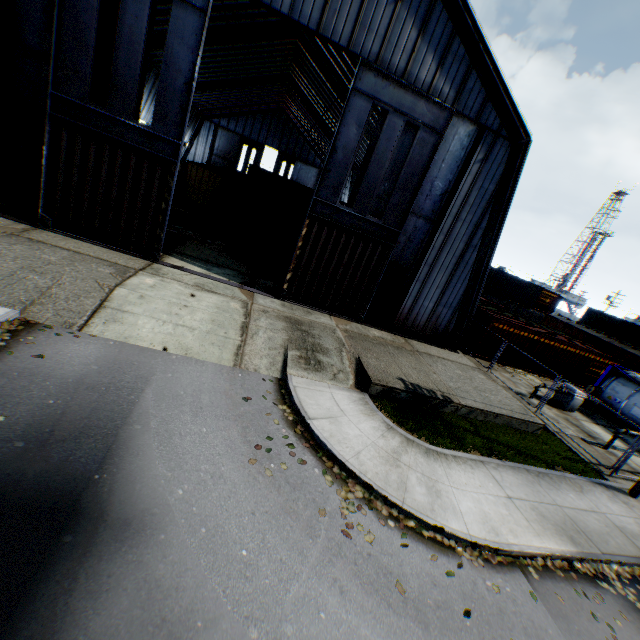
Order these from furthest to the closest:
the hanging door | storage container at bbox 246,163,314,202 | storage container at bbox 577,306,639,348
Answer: the hanging door < storage container at bbox 577,306,639,348 < storage container at bbox 246,163,314,202

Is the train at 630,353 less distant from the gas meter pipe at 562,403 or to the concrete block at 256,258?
the gas meter pipe at 562,403

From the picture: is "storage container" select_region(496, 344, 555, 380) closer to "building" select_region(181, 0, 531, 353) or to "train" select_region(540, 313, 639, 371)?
"building" select_region(181, 0, 531, 353)

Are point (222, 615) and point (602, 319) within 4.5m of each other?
no

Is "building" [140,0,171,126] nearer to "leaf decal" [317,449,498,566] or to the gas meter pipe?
the gas meter pipe

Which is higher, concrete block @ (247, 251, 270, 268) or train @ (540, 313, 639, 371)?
train @ (540, 313, 639, 371)

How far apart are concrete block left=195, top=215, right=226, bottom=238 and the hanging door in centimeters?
3590cm

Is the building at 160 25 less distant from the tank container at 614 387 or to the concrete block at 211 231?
the tank container at 614 387
